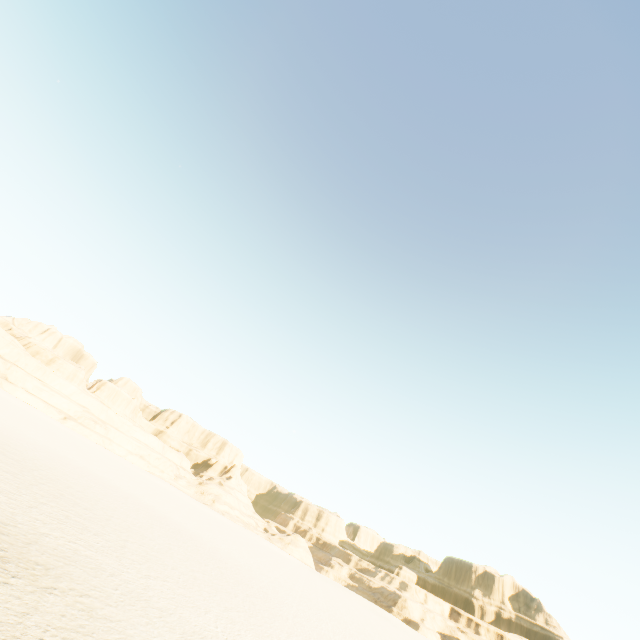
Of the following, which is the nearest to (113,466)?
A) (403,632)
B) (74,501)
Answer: (74,501)
